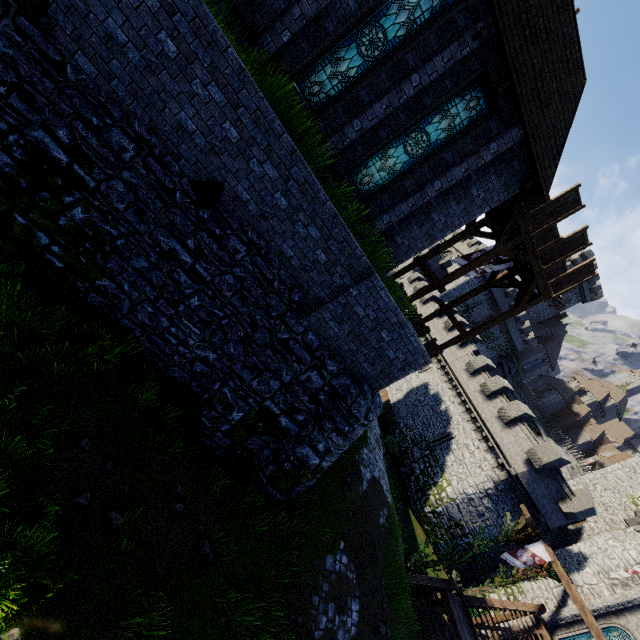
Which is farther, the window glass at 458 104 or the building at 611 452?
the building at 611 452

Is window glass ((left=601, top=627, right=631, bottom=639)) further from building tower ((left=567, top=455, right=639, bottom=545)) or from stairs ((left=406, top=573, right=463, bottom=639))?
stairs ((left=406, top=573, right=463, bottom=639))

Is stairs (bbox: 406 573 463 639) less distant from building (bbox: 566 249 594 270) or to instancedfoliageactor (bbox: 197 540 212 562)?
instancedfoliageactor (bbox: 197 540 212 562)

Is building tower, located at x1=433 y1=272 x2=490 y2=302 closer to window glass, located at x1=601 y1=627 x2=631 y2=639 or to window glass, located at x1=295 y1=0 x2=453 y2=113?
window glass, located at x1=601 y1=627 x2=631 y2=639

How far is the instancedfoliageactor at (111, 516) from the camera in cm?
601

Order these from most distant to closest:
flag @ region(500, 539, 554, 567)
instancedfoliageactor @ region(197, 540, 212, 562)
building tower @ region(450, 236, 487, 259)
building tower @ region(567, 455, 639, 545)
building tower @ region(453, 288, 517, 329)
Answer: building tower @ region(450, 236, 487, 259), building tower @ region(453, 288, 517, 329), building tower @ region(567, 455, 639, 545), flag @ region(500, 539, 554, 567), instancedfoliageactor @ region(197, 540, 212, 562)

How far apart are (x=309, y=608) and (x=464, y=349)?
29.4 meters

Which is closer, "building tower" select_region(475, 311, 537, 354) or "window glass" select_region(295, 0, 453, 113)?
"window glass" select_region(295, 0, 453, 113)
